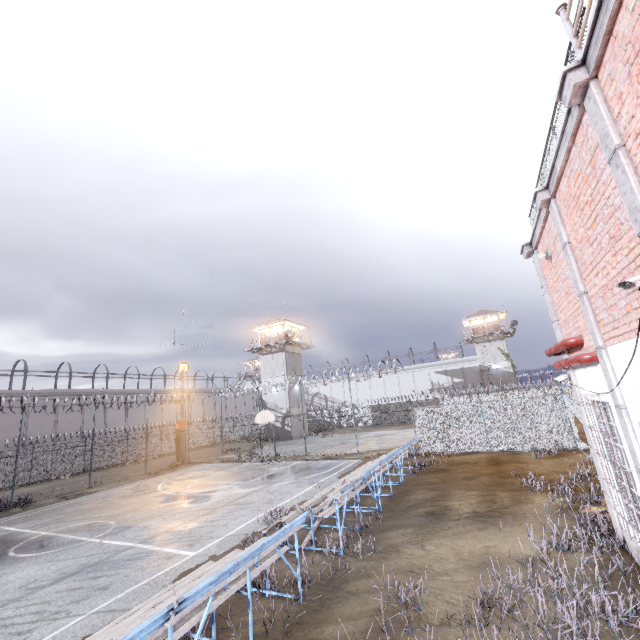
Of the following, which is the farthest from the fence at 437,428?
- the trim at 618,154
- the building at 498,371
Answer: the building at 498,371

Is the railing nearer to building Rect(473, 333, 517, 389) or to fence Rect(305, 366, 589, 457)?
fence Rect(305, 366, 589, 457)

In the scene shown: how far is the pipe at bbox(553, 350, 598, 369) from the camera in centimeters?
595cm

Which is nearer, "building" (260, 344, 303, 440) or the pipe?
the pipe

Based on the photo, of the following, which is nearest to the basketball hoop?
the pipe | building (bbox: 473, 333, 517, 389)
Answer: the pipe

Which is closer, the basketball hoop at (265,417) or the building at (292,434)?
the basketball hoop at (265,417)

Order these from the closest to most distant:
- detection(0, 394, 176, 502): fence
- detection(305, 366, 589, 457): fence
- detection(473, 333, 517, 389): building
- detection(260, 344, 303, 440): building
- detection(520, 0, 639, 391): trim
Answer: detection(520, 0, 639, 391): trim < detection(305, 366, 589, 457): fence < detection(0, 394, 176, 502): fence < detection(260, 344, 303, 440): building < detection(473, 333, 517, 389): building

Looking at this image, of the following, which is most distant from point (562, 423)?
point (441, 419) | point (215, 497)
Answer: point (215, 497)
